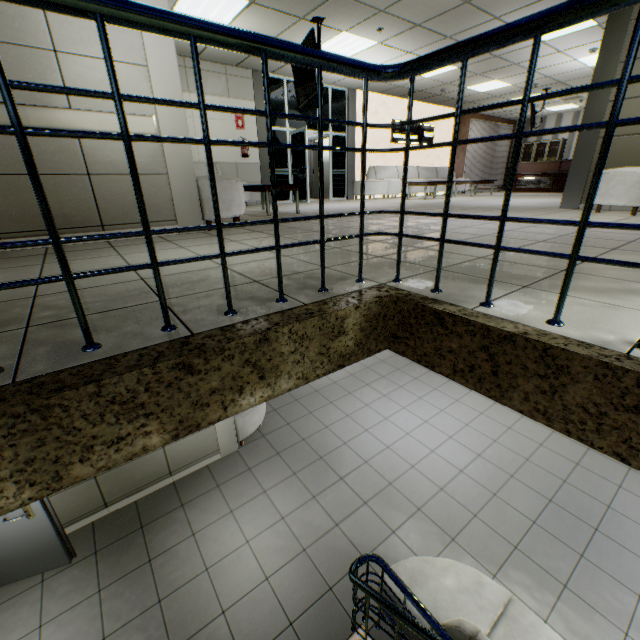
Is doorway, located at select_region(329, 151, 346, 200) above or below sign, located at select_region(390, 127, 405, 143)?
below

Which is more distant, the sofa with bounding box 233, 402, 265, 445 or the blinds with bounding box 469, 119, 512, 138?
the blinds with bounding box 469, 119, 512, 138

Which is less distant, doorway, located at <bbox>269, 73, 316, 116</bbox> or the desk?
doorway, located at <bbox>269, 73, 316, 116</bbox>

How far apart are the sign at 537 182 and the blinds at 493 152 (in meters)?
1.95

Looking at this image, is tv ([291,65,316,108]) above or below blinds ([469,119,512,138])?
below

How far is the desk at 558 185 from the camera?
12.5m

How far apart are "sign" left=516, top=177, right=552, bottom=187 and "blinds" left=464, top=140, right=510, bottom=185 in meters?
1.9 m

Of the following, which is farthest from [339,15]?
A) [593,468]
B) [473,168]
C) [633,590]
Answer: [473,168]
